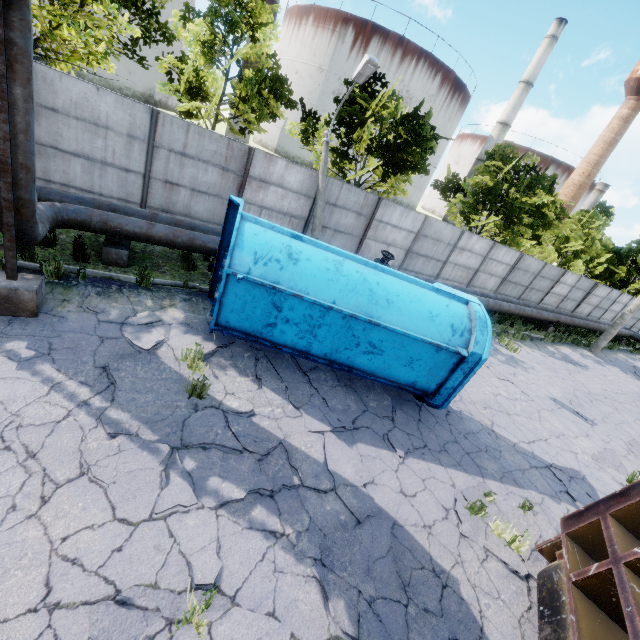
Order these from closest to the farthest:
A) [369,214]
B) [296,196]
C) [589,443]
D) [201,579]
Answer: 1. [201,579]
2. [589,443]
3. [296,196]
4. [369,214]

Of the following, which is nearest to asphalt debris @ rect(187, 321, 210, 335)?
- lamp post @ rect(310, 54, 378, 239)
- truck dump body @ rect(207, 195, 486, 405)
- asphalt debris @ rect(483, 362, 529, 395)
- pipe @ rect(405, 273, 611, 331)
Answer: truck dump body @ rect(207, 195, 486, 405)

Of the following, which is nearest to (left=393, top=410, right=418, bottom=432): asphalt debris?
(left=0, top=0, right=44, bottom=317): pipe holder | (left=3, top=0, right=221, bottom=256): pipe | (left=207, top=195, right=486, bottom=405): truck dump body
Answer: (left=207, top=195, right=486, bottom=405): truck dump body

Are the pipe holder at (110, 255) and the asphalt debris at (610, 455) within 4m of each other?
no

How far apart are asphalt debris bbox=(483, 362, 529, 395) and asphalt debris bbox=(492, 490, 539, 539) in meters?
5.8

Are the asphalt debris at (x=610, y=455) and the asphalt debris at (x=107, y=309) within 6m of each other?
no

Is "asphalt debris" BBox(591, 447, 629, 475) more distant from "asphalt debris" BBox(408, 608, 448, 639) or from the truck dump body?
"asphalt debris" BBox(408, 608, 448, 639)

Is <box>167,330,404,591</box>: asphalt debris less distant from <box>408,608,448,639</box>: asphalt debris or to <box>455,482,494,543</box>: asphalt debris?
<box>408,608,448,639</box>: asphalt debris
